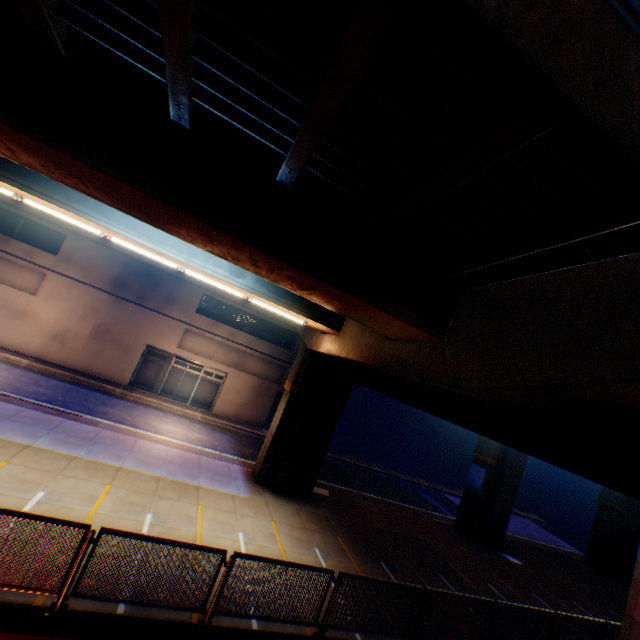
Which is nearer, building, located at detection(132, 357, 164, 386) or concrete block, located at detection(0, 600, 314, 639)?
concrete block, located at detection(0, 600, 314, 639)

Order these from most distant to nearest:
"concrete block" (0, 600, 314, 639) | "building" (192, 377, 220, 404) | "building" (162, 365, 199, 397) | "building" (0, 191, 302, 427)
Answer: "building" (192, 377, 220, 404) → "building" (162, 365, 199, 397) → "building" (0, 191, 302, 427) → "concrete block" (0, 600, 314, 639)

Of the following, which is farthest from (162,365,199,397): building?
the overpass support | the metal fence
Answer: the metal fence

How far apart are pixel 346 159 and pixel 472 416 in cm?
575

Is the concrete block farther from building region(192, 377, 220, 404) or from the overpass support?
building region(192, 377, 220, 404)

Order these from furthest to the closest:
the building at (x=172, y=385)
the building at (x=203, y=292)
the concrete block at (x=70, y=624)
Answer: the building at (x=172, y=385), the building at (x=203, y=292), the concrete block at (x=70, y=624)

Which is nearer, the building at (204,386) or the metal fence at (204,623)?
the metal fence at (204,623)

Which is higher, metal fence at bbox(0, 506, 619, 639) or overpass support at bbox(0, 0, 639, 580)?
overpass support at bbox(0, 0, 639, 580)
